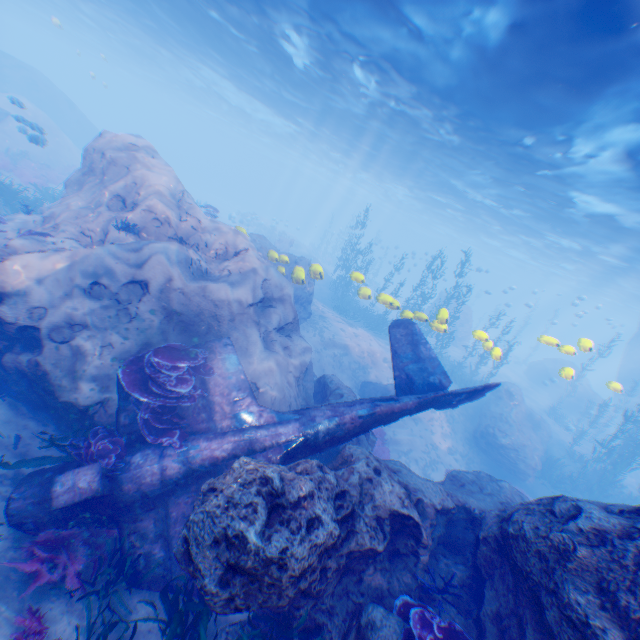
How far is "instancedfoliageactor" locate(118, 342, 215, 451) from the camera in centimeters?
631cm

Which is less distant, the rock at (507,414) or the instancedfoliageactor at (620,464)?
the instancedfoliageactor at (620,464)

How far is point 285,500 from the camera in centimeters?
471cm

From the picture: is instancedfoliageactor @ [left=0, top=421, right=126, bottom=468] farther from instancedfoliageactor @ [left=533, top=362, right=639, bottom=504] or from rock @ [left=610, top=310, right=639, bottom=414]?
instancedfoliageactor @ [left=533, top=362, right=639, bottom=504]

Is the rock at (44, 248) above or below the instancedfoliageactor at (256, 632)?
above

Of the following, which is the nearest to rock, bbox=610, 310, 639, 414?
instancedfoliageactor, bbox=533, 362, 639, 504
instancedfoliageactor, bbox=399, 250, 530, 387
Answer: instancedfoliageactor, bbox=399, 250, 530, 387

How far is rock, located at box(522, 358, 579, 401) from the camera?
23.9 meters

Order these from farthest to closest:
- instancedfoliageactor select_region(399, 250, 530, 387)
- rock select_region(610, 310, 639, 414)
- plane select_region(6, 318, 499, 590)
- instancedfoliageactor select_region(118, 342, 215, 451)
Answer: rock select_region(610, 310, 639, 414), instancedfoliageactor select_region(399, 250, 530, 387), instancedfoliageactor select_region(118, 342, 215, 451), plane select_region(6, 318, 499, 590)
